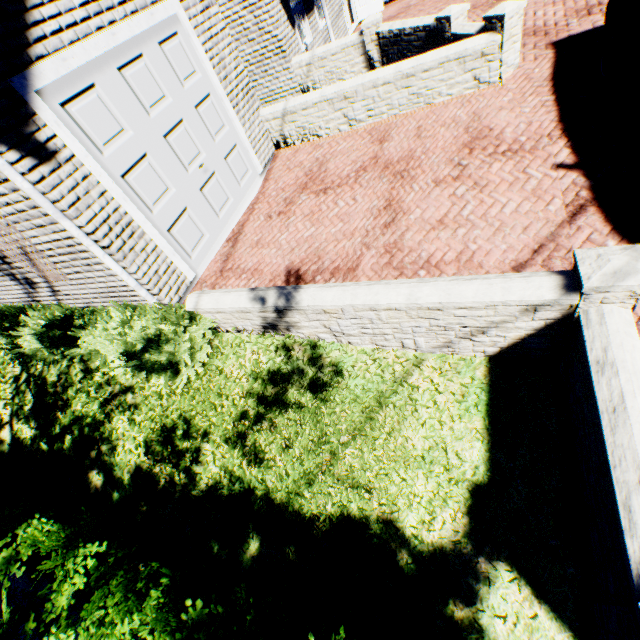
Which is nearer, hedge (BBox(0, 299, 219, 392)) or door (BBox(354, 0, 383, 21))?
hedge (BBox(0, 299, 219, 392))

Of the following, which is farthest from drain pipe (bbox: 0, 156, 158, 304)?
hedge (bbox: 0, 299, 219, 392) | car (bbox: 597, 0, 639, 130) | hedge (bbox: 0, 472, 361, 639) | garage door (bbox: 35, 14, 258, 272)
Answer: car (bbox: 597, 0, 639, 130)

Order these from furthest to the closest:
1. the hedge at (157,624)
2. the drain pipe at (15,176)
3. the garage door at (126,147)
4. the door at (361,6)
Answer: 1. the door at (361,6)
2. the garage door at (126,147)
3. the drain pipe at (15,176)
4. the hedge at (157,624)

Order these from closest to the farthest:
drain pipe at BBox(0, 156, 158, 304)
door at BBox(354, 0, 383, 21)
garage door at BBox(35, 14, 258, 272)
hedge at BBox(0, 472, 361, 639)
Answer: hedge at BBox(0, 472, 361, 639), drain pipe at BBox(0, 156, 158, 304), garage door at BBox(35, 14, 258, 272), door at BBox(354, 0, 383, 21)

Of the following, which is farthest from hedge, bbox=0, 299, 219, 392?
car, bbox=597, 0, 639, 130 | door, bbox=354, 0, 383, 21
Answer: door, bbox=354, 0, 383, 21

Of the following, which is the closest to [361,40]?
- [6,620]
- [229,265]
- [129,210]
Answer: [229,265]

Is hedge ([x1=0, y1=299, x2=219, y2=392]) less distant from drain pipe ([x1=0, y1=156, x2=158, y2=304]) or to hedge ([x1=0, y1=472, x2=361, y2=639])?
drain pipe ([x1=0, y1=156, x2=158, y2=304])

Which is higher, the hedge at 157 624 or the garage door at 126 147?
the garage door at 126 147
